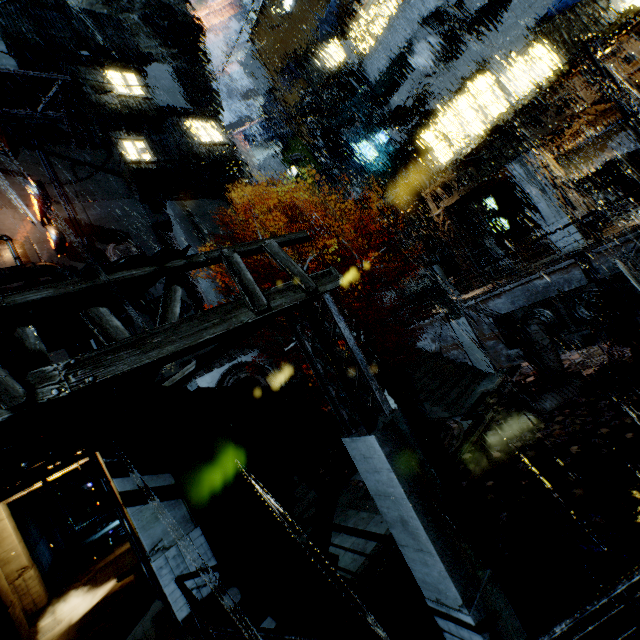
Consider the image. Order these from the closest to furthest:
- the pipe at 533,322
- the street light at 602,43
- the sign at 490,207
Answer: the street light at 602,43
the pipe at 533,322
the sign at 490,207

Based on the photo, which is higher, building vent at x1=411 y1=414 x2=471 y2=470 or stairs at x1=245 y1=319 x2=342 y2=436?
stairs at x1=245 y1=319 x2=342 y2=436

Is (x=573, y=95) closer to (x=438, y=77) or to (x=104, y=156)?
(x=438, y=77)

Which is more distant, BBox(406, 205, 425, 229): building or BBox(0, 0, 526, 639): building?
BBox(406, 205, 425, 229): building

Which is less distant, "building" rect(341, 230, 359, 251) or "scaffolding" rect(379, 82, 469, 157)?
"scaffolding" rect(379, 82, 469, 157)

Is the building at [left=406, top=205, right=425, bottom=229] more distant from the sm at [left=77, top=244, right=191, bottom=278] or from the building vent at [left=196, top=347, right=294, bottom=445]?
the building vent at [left=196, top=347, right=294, bottom=445]

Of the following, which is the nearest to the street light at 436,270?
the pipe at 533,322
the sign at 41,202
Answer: the pipe at 533,322

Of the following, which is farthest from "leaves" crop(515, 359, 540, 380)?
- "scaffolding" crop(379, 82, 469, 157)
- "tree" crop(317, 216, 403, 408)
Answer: "scaffolding" crop(379, 82, 469, 157)
